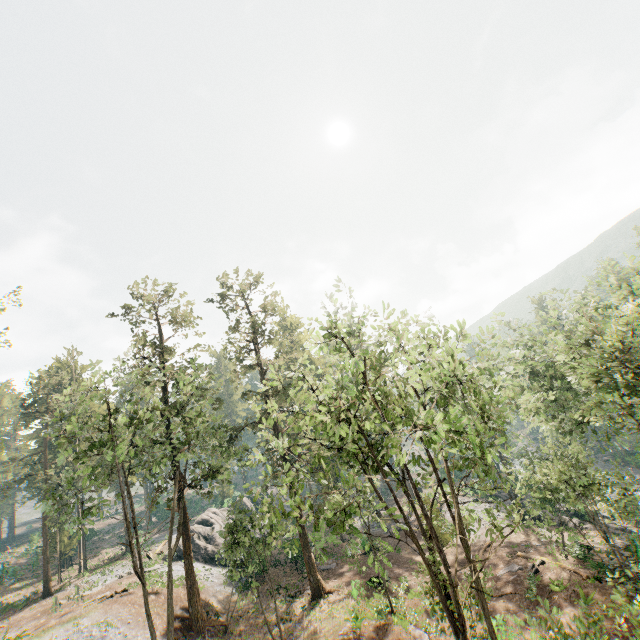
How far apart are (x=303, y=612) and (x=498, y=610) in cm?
1409

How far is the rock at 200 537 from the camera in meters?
36.5 m

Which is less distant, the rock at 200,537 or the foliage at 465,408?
the foliage at 465,408

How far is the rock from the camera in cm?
3653

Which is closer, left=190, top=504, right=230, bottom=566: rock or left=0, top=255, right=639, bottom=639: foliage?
left=0, top=255, right=639, bottom=639: foliage

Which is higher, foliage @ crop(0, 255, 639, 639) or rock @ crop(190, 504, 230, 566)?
foliage @ crop(0, 255, 639, 639)
